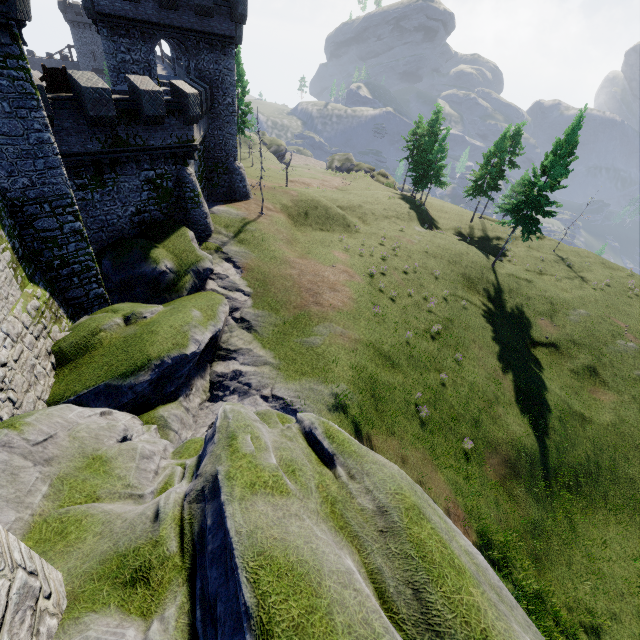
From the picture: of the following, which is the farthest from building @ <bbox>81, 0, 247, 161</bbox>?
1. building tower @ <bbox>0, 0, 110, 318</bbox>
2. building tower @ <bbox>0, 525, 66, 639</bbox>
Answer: building tower @ <bbox>0, 525, 66, 639</bbox>

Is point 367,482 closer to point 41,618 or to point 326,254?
point 41,618

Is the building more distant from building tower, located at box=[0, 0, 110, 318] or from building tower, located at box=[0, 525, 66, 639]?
building tower, located at box=[0, 525, 66, 639]

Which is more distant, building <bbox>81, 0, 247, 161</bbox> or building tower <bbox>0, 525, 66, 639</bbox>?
building <bbox>81, 0, 247, 161</bbox>

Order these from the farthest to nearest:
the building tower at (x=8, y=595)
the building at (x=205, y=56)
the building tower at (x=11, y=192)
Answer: the building at (x=205, y=56) < the building tower at (x=11, y=192) < the building tower at (x=8, y=595)

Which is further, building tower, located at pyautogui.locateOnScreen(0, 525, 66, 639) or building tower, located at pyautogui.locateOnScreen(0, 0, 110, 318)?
building tower, located at pyautogui.locateOnScreen(0, 0, 110, 318)

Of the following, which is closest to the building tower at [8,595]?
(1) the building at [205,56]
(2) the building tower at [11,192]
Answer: (2) the building tower at [11,192]
